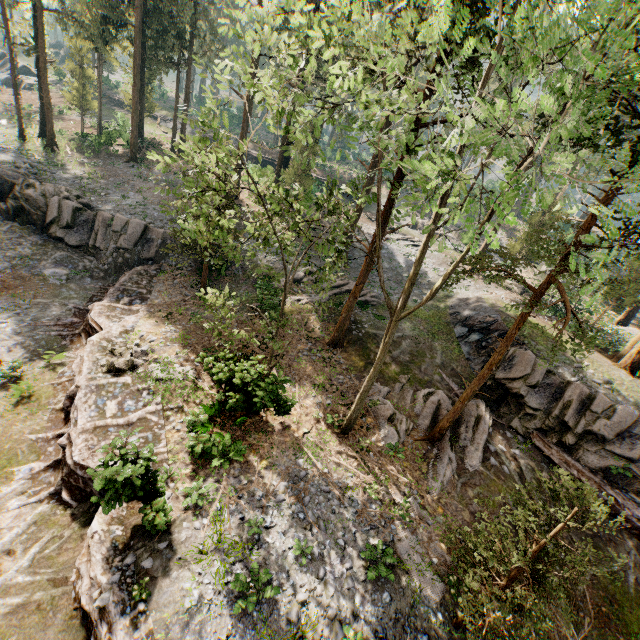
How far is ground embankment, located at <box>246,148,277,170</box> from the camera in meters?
39.4 m

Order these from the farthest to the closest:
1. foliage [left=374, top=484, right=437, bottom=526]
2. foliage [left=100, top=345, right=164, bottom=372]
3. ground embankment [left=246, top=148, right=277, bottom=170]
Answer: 1. ground embankment [left=246, top=148, right=277, bottom=170]
2. foliage [left=100, top=345, right=164, bottom=372]
3. foliage [left=374, top=484, right=437, bottom=526]

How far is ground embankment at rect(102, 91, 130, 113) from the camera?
52.3m

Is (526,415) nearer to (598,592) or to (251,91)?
(598,592)

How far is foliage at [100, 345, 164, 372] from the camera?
14.0m

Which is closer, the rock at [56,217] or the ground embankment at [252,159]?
the rock at [56,217]

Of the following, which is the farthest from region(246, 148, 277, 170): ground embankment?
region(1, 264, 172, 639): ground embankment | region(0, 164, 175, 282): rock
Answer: region(1, 264, 172, 639): ground embankment

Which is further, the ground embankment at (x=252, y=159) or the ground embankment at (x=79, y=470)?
the ground embankment at (x=252, y=159)
